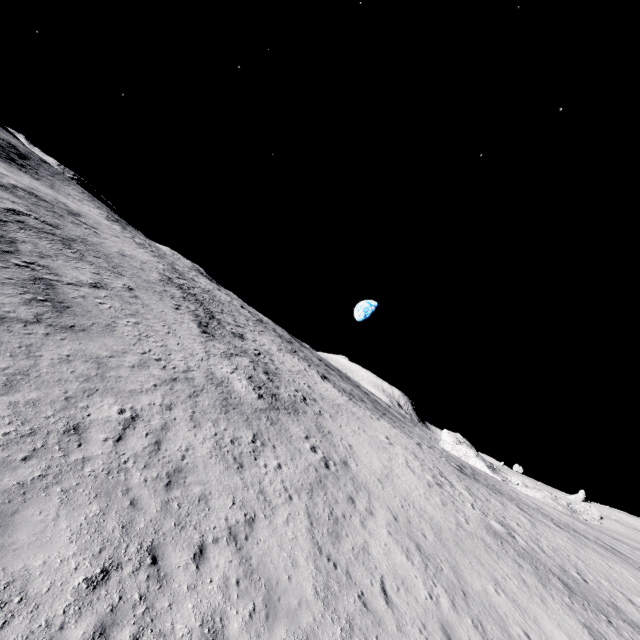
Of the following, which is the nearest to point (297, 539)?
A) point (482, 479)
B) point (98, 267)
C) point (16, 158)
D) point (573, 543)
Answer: point (98, 267)

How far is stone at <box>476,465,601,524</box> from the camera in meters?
52.8

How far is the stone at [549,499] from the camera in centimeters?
5275cm
